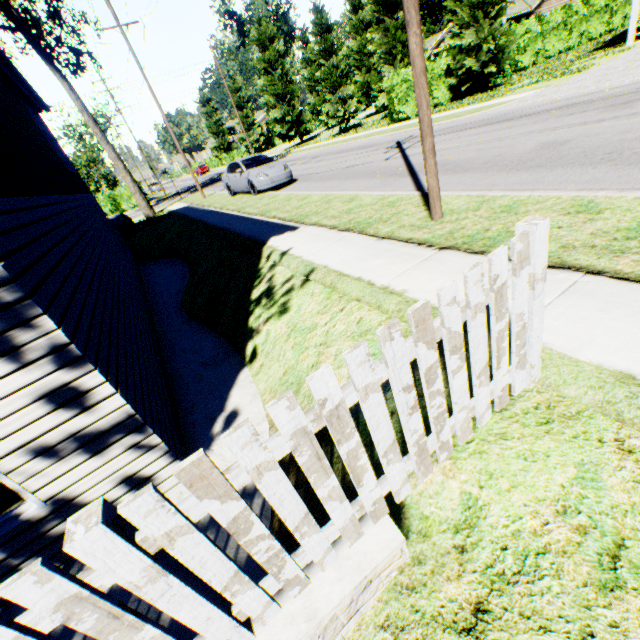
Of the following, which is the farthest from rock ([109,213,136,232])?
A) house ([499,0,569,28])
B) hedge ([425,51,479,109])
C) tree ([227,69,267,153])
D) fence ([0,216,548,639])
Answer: house ([499,0,569,28])

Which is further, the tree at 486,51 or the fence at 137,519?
the tree at 486,51

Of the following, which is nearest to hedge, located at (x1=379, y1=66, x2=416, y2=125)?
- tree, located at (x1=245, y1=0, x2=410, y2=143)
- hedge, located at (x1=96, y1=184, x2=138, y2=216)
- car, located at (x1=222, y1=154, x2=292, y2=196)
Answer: tree, located at (x1=245, y1=0, x2=410, y2=143)

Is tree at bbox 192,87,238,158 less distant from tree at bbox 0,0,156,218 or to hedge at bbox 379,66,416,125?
hedge at bbox 379,66,416,125

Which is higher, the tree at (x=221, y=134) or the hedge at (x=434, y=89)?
the tree at (x=221, y=134)

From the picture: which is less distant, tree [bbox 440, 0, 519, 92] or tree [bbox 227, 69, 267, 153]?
tree [bbox 440, 0, 519, 92]

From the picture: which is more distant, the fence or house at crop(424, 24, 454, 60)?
house at crop(424, 24, 454, 60)

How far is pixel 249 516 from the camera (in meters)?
1.39
